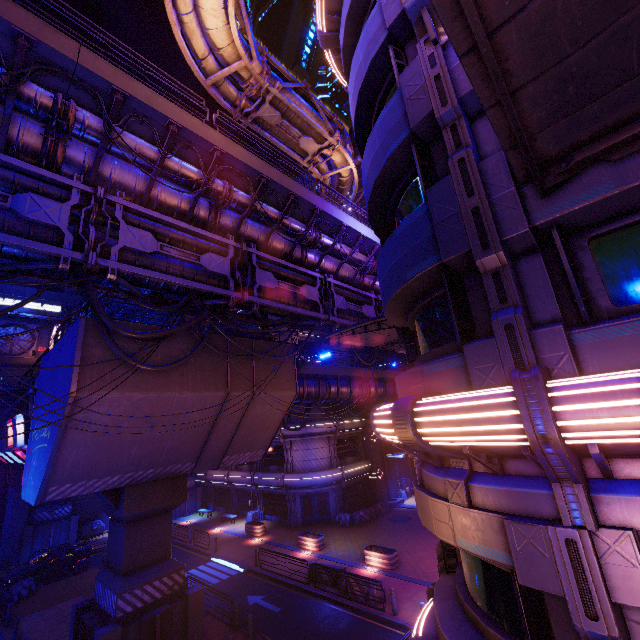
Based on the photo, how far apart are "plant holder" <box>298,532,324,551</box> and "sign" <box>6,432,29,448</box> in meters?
19.2

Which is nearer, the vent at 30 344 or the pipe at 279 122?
the pipe at 279 122

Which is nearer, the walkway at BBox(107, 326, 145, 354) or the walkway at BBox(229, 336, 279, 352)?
the walkway at BBox(107, 326, 145, 354)

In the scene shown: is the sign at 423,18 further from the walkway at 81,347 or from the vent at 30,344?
the vent at 30,344

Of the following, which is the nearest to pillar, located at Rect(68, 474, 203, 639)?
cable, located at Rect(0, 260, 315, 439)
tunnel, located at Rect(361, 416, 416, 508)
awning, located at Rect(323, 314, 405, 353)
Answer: cable, located at Rect(0, 260, 315, 439)

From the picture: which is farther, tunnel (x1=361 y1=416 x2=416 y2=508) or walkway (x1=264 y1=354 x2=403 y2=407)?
tunnel (x1=361 y1=416 x2=416 y2=508)

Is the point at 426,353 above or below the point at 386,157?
below

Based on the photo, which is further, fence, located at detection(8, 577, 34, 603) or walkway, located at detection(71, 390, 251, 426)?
fence, located at detection(8, 577, 34, 603)
